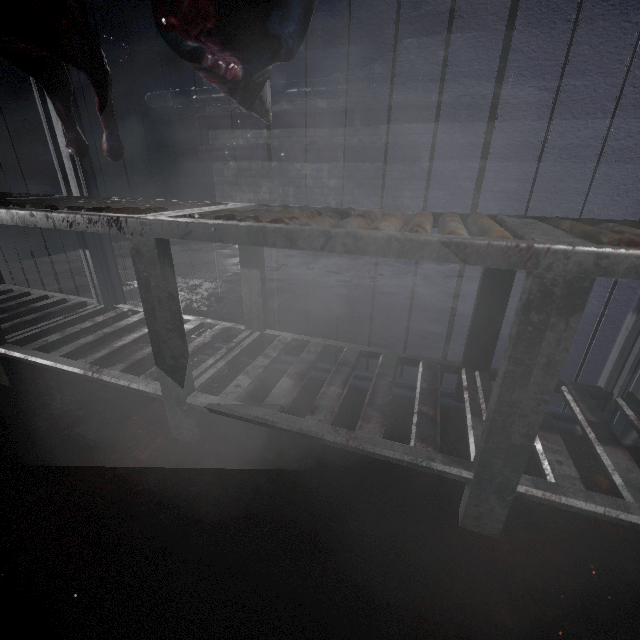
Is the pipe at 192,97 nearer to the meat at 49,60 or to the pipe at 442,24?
the pipe at 442,24

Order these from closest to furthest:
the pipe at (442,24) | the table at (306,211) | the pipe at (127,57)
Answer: the table at (306,211)
the pipe at (442,24)
the pipe at (127,57)

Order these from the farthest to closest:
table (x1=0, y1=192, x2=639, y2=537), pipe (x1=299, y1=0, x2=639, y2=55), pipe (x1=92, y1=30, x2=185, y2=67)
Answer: pipe (x1=92, y1=30, x2=185, y2=67) → pipe (x1=299, y1=0, x2=639, y2=55) → table (x1=0, y1=192, x2=639, y2=537)

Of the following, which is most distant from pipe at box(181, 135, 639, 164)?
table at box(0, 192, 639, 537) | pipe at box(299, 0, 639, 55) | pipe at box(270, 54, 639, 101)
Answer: table at box(0, 192, 639, 537)

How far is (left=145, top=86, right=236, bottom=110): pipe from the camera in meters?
4.1 m

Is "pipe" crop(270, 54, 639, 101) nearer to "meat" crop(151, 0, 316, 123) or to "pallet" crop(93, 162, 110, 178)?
"pallet" crop(93, 162, 110, 178)

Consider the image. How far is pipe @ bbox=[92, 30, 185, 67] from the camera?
3.9m

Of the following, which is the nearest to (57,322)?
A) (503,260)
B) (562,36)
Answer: (503,260)
